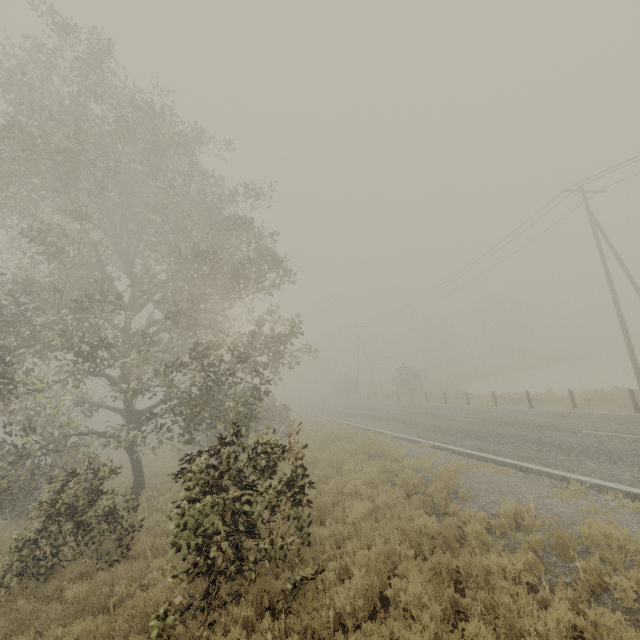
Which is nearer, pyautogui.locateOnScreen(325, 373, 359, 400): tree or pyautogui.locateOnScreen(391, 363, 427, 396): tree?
pyautogui.locateOnScreen(391, 363, 427, 396): tree

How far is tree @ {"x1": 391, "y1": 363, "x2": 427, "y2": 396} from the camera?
37.9 meters

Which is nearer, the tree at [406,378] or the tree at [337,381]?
the tree at [406,378]

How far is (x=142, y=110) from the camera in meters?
11.9

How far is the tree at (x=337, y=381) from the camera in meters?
52.1 m

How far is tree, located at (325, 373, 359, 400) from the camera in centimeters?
5206cm
